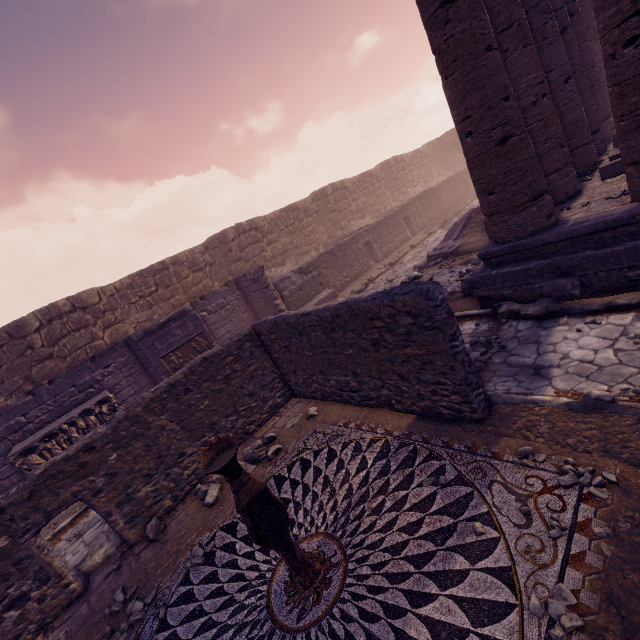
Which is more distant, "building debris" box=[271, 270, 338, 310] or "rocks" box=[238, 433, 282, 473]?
"building debris" box=[271, 270, 338, 310]

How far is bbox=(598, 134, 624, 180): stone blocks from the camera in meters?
6.7 m

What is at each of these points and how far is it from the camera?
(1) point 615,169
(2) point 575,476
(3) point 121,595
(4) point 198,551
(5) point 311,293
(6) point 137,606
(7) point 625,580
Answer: (1) stone blocks, 6.8m
(2) stone, 2.9m
(3) stone, 4.3m
(4) stone, 4.2m
(5) building debris, 13.5m
(6) stone, 3.9m
(7) debris pile, 2.1m

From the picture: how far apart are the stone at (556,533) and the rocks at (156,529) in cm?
538

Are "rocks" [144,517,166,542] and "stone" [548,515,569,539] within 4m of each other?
no

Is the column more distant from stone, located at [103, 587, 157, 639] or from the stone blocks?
stone, located at [103, 587, 157, 639]

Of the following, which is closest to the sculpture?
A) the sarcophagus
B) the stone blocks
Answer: the sarcophagus

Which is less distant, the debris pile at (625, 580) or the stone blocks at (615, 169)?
the debris pile at (625, 580)
